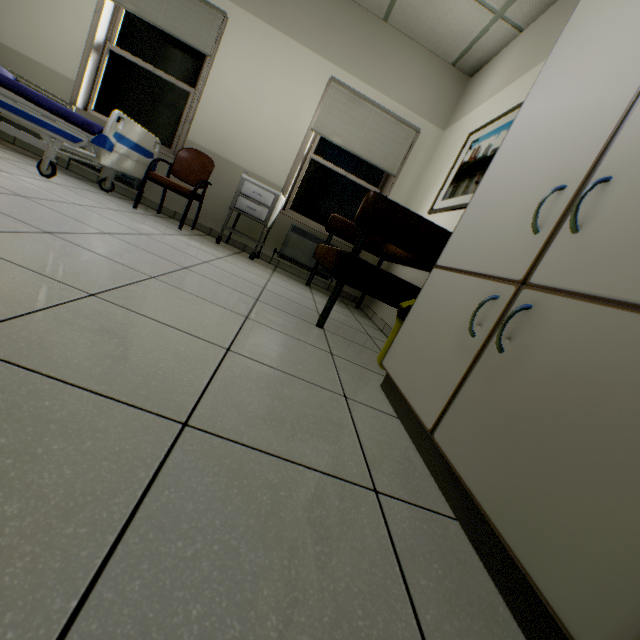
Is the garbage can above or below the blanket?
below

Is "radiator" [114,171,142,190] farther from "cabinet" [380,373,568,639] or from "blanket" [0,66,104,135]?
"cabinet" [380,373,568,639]

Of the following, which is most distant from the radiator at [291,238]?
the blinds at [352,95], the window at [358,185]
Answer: the blinds at [352,95]

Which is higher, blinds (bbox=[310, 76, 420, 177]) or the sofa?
blinds (bbox=[310, 76, 420, 177])

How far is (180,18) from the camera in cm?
375

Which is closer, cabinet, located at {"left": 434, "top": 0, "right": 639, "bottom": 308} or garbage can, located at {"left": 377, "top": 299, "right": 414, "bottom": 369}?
cabinet, located at {"left": 434, "top": 0, "right": 639, "bottom": 308}

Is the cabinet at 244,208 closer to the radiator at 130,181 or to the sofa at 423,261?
the sofa at 423,261

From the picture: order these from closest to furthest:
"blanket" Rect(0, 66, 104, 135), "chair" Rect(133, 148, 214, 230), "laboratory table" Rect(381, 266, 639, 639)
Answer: "laboratory table" Rect(381, 266, 639, 639) < "blanket" Rect(0, 66, 104, 135) < "chair" Rect(133, 148, 214, 230)
